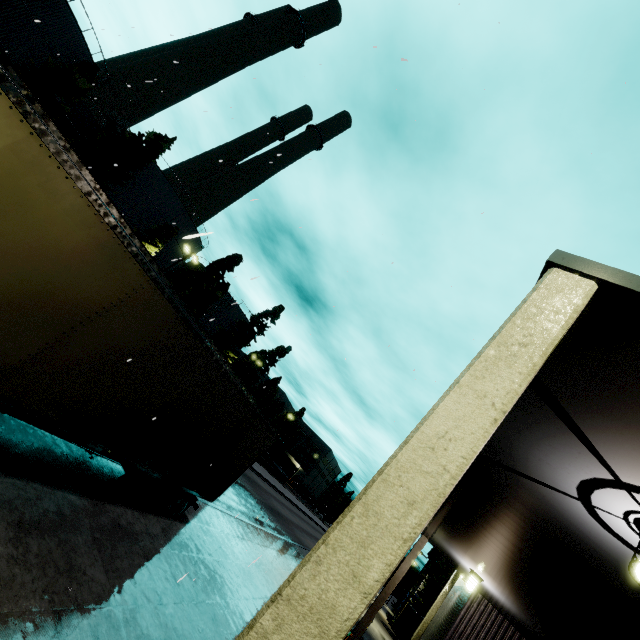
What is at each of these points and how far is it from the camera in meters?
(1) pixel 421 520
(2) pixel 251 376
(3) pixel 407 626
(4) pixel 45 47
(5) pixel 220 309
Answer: (1) building, 1.2
(2) tree, 57.7
(3) semi trailer, 28.1
(4) silo, 27.6
(5) silo, 52.9

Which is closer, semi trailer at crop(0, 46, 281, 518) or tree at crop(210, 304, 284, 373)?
semi trailer at crop(0, 46, 281, 518)

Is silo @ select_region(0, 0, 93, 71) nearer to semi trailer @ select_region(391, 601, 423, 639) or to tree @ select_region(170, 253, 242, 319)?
tree @ select_region(170, 253, 242, 319)

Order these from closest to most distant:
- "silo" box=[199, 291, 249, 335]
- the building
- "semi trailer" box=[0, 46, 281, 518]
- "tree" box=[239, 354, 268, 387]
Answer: the building, "semi trailer" box=[0, 46, 281, 518], "silo" box=[199, 291, 249, 335], "tree" box=[239, 354, 268, 387]

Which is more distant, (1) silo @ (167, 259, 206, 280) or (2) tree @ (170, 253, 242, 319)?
→ (1) silo @ (167, 259, 206, 280)

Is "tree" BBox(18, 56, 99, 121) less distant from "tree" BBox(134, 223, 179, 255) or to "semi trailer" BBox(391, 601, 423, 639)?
"tree" BBox(134, 223, 179, 255)

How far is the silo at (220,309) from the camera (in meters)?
51.97

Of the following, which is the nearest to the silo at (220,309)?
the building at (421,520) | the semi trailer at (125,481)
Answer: the semi trailer at (125,481)
